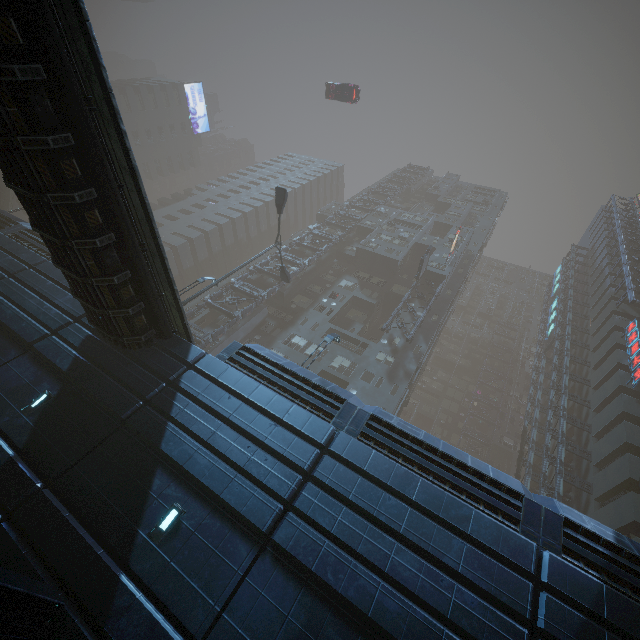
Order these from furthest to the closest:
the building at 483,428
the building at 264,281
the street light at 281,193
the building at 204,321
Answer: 1. the building at 483,428
2. the building at 264,281
3. the building at 204,321
4. the street light at 281,193

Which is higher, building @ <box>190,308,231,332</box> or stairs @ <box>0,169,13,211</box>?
building @ <box>190,308,231,332</box>

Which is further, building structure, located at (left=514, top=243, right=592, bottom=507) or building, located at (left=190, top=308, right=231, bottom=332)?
building, located at (left=190, top=308, right=231, bottom=332)

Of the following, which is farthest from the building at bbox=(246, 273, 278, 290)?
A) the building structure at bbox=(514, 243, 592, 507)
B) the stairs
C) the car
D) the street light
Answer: the car

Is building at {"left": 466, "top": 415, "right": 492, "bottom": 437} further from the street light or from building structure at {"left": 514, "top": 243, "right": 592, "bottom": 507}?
the street light

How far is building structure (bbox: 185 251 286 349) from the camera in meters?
30.0

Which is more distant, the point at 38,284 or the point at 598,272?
the point at 598,272

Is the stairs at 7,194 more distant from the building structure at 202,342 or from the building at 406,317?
the building structure at 202,342
